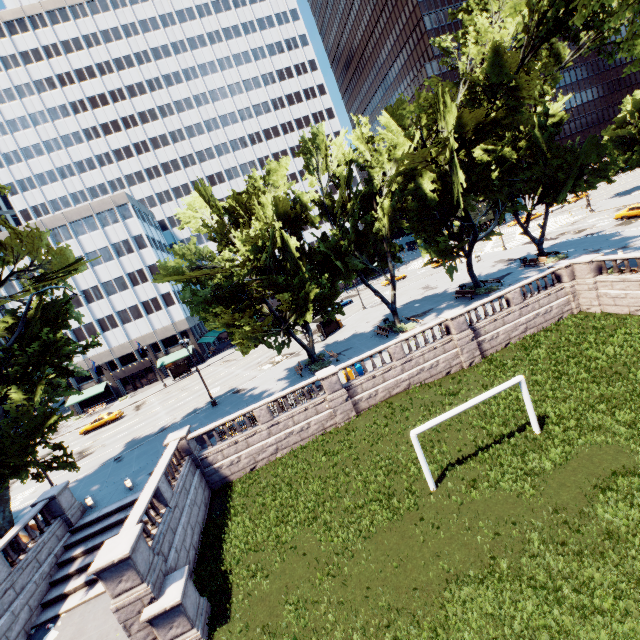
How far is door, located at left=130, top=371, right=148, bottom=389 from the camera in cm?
5934

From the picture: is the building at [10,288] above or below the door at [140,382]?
above

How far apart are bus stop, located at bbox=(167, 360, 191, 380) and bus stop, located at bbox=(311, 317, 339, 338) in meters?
25.5 m

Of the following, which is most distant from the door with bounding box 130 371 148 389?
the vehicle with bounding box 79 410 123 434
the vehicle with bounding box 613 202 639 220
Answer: the vehicle with bounding box 613 202 639 220

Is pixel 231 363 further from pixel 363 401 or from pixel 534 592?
pixel 534 592

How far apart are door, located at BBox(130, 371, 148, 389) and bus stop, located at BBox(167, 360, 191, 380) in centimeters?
952cm

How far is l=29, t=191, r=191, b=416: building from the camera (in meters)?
55.03

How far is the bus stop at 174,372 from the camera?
53.0 meters
